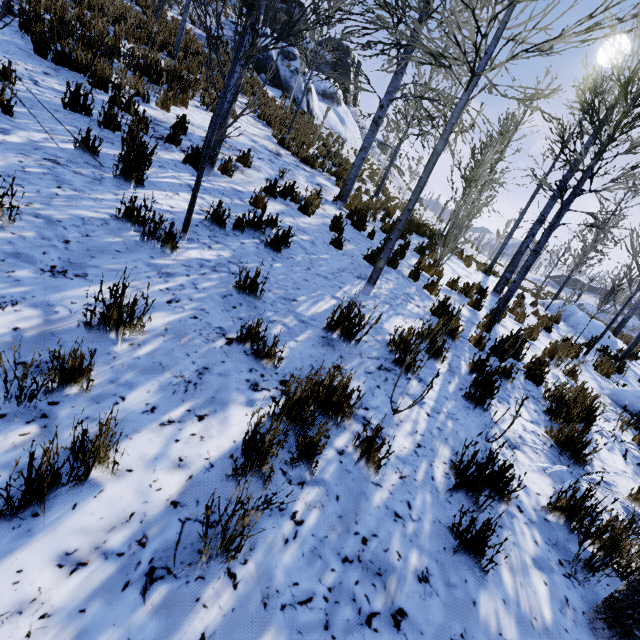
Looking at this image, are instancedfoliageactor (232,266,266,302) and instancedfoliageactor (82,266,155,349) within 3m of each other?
yes

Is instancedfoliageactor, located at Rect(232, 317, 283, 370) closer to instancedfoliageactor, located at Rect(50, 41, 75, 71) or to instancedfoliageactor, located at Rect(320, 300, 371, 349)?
instancedfoliageactor, located at Rect(320, 300, 371, 349)

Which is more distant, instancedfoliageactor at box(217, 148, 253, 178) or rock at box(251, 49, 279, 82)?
rock at box(251, 49, 279, 82)

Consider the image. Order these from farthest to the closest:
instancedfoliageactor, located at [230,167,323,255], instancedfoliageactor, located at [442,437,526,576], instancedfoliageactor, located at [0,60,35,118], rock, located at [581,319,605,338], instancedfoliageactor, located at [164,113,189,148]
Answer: rock, located at [581,319,605,338] → instancedfoliageactor, located at [164,113,189,148] → instancedfoliageactor, located at [230,167,323,255] → instancedfoliageactor, located at [442,437,526,576] → instancedfoliageactor, located at [0,60,35,118]

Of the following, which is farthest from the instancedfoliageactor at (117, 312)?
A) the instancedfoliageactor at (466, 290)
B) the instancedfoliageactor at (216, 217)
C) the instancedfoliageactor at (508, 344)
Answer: the instancedfoliageactor at (466, 290)

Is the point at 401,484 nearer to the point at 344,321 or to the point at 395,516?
the point at 395,516

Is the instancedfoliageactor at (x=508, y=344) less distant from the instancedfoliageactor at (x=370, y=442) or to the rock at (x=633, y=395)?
the instancedfoliageactor at (x=370, y=442)

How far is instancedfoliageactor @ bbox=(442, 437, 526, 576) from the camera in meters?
1.8
